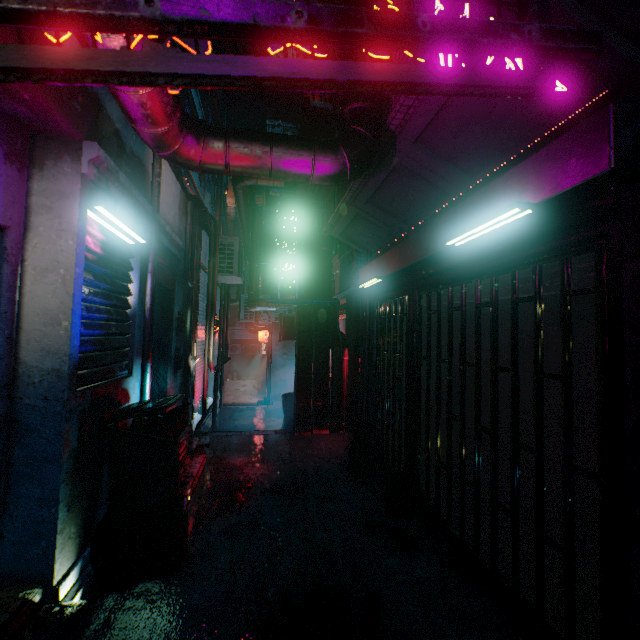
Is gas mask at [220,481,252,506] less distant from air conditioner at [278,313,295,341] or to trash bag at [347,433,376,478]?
trash bag at [347,433,376,478]

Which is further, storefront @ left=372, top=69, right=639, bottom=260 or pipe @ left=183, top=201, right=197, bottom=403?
pipe @ left=183, top=201, right=197, bottom=403

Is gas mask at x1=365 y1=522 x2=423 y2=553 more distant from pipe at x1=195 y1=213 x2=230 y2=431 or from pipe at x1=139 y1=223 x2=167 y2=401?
pipe at x1=195 y1=213 x2=230 y2=431

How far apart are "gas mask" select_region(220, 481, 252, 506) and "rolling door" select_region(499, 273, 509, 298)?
2.9m

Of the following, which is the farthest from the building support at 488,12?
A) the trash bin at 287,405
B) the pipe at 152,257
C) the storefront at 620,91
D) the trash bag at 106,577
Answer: the trash bag at 106,577

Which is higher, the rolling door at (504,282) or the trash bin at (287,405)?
the rolling door at (504,282)

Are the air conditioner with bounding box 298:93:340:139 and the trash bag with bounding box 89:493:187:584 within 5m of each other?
yes

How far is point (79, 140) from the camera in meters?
2.1 m
